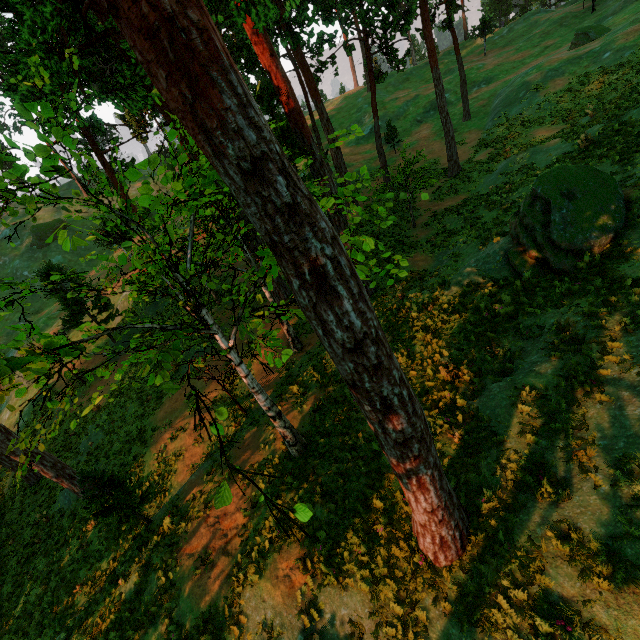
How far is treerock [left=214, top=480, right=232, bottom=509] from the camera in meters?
3.6 m

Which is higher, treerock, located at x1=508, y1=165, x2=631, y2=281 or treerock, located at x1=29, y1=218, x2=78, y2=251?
treerock, located at x1=29, y1=218, x2=78, y2=251

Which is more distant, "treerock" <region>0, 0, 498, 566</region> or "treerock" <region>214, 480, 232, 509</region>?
"treerock" <region>214, 480, 232, 509</region>

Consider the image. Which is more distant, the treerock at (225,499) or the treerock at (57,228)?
the treerock at (57,228)

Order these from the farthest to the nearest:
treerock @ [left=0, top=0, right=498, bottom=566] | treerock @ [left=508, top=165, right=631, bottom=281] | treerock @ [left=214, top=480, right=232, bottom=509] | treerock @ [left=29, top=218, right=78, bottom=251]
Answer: treerock @ [left=508, top=165, right=631, bottom=281] → treerock @ [left=29, top=218, right=78, bottom=251] → treerock @ [left=214, top=480, right=232, bottom=509] → treerock @ [left=0, top=0, right=498, bottom=566]

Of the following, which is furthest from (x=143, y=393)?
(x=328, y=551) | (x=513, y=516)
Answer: (x=513, y=516)
